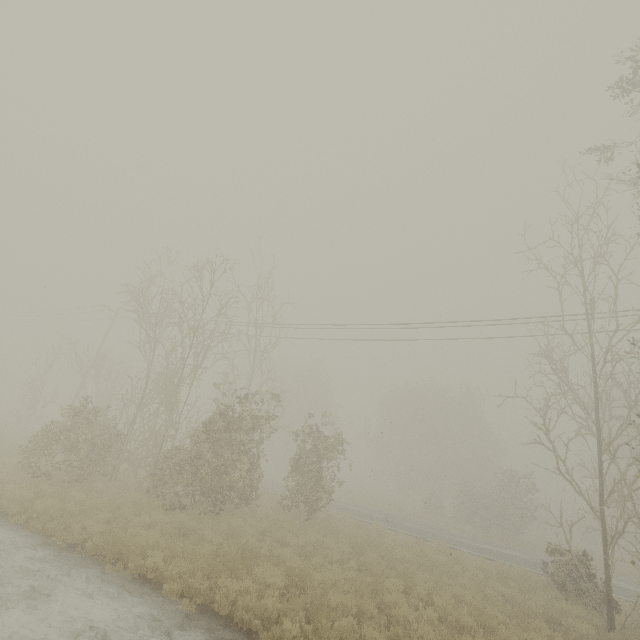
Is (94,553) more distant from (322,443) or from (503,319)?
(503,319)
